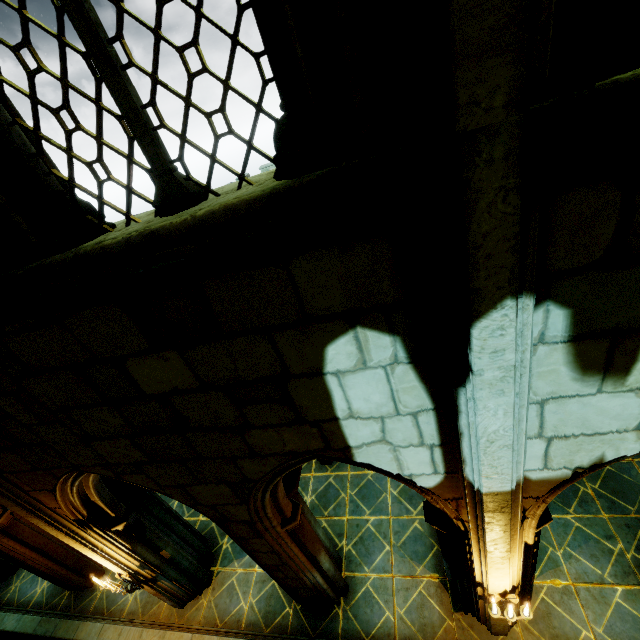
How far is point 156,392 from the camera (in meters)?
2.71

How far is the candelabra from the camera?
3.65m

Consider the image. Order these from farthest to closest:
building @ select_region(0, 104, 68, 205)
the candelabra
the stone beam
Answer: the stone beam → the candelabra → building @ select_region(0, 104, 68, 205)

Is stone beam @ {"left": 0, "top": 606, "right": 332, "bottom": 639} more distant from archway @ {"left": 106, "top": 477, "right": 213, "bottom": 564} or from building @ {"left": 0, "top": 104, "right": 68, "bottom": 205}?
archway @ {"left": 106, "top": 477, "right": 213, "bottom": 564}

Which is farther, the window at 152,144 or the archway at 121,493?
the archway at 121,493

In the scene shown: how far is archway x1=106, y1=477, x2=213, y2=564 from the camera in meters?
5.2

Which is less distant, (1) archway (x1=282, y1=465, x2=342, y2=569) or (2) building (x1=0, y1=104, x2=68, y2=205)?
(2) building (x1=0, y1=104, x2=68, y2=205)

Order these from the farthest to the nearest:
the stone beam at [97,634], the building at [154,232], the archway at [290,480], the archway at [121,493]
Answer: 1. the stone beam at [97,634]
2. the archway at [121,493]
3. the archway at [290,480]
4. the building at [154,232]
